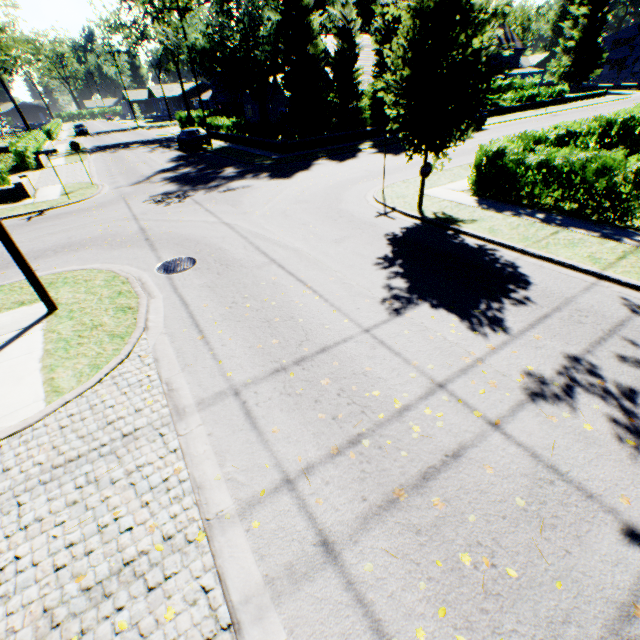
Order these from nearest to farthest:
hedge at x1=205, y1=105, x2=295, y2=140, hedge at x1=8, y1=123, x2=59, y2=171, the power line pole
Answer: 1. the power line pole
2. hedge at x1=205, y1=105, x2=295, y2=140
3. hedge at x1=8, y1=123, x2=59, y2=171

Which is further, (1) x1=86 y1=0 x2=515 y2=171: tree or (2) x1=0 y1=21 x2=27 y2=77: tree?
(2) x1=0 y1=21 x2=27 y2=77: tree

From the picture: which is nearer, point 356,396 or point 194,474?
point 194,474

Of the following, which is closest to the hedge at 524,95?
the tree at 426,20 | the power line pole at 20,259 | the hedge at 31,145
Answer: the tree at 426,20

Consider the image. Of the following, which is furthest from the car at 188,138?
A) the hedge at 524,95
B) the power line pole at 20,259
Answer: the power line pole at 20,259

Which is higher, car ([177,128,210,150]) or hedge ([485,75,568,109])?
hedge ([485,75,568,109])

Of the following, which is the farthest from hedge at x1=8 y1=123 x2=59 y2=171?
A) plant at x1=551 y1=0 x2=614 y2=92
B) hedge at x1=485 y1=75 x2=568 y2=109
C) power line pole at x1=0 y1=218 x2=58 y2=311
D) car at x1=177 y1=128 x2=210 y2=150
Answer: plant at x1=551 y1=0 x2=614 y2=92

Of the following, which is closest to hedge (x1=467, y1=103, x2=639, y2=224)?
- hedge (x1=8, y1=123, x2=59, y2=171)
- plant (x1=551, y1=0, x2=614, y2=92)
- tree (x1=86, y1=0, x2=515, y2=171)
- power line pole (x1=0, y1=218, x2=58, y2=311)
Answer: tree (x1=86, y1=0, x2=515, y2=171)
